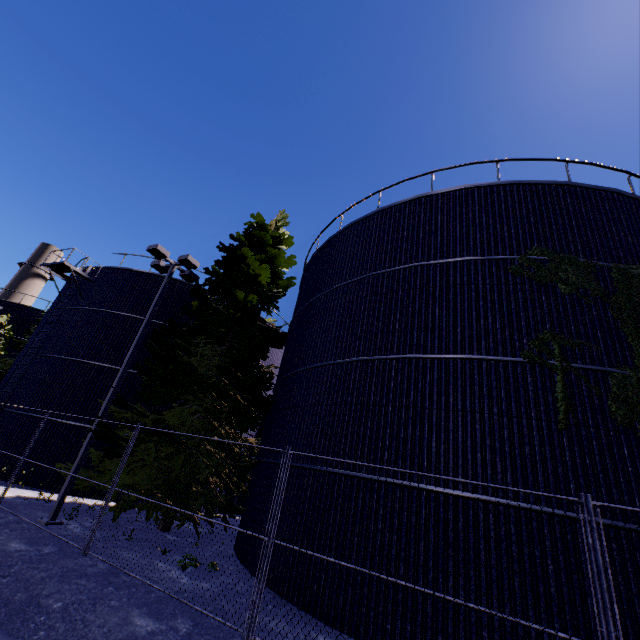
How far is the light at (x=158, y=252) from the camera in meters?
12.1

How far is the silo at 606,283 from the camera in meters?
8.2 m

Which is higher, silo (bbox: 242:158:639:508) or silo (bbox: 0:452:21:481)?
silo (bbox: 242:158:639:508)

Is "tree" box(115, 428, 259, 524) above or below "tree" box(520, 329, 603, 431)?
below

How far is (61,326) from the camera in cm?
1881

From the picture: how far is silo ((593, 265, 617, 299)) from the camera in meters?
8.2

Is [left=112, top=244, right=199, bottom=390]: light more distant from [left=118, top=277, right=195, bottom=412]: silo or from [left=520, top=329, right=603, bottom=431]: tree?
[left=118, top=277, right=195, bottom=412]: silo

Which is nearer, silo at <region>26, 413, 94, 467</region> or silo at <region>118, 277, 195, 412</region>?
silo at <region>26, 413, 94, 467</region>
